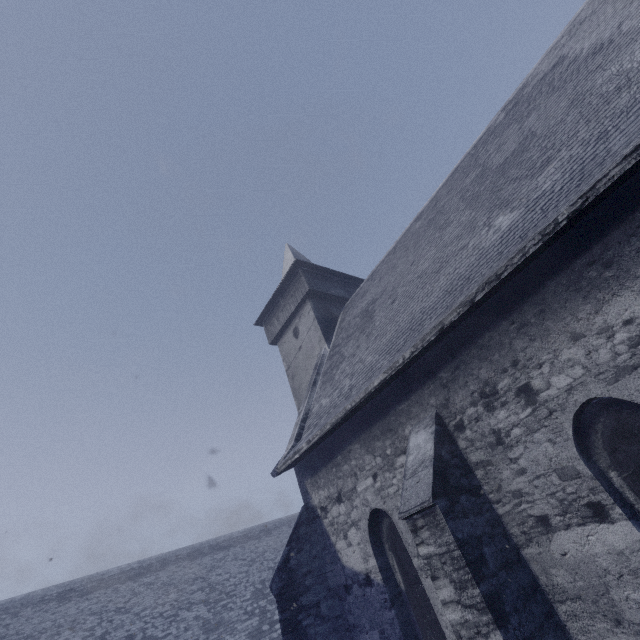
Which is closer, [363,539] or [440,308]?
[440,308]
